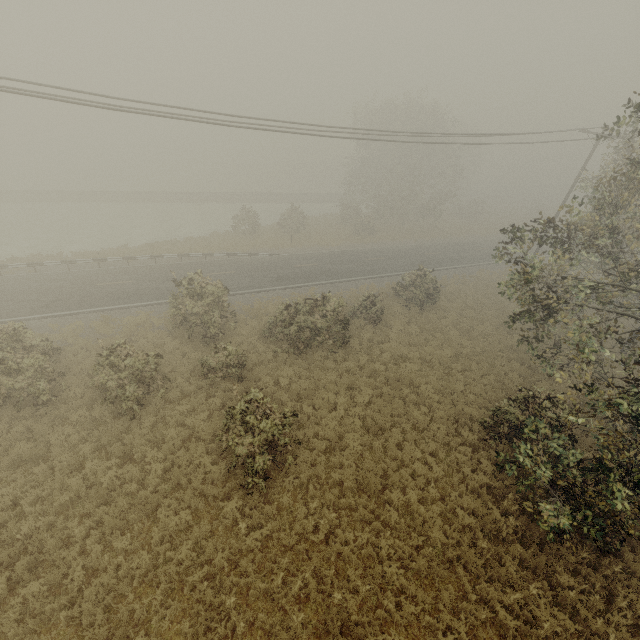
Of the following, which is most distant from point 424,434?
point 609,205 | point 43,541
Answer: point 609,205
